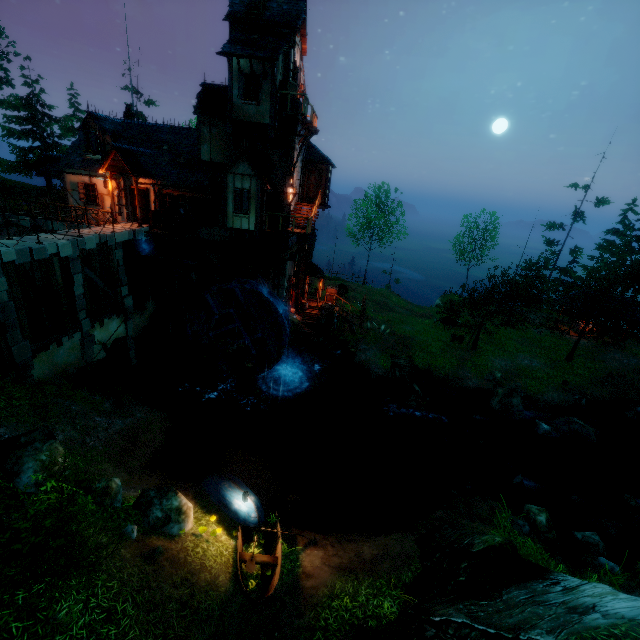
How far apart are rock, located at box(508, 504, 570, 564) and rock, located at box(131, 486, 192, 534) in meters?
12.4 m

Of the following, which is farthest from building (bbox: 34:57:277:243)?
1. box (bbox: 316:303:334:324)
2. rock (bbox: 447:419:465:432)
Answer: rock (bbox: 447:419:465:432)

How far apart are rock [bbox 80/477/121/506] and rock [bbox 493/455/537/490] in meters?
17.4 m

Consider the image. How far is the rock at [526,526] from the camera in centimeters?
1205cm

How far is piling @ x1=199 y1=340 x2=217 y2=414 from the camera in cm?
1876

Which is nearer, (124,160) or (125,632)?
(125,632)

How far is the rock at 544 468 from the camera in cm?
1842

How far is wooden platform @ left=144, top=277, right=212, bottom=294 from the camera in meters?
21.0
